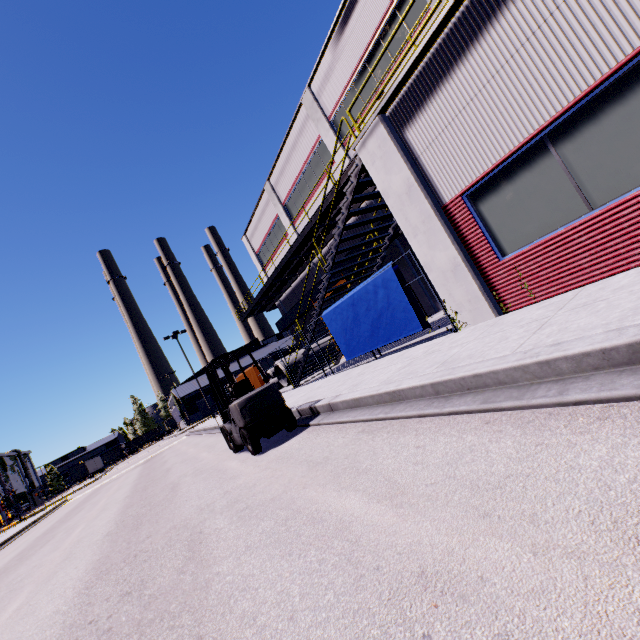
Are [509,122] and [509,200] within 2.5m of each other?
yes

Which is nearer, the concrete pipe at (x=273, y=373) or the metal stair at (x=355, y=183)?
the metal stair at (x=355, y=183)

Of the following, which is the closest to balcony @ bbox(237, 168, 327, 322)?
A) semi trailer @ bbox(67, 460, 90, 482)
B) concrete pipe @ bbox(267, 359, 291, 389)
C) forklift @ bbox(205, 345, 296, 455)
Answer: semi trailer @ bbox(67, 460, 90, 482)

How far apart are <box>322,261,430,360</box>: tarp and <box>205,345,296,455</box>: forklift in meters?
3.3 m

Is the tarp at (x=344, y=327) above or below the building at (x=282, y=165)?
below

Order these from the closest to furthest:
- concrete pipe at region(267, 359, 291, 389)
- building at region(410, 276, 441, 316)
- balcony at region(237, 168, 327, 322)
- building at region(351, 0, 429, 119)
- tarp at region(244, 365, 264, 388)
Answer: building at region(351, 0, 429, 119) → building at region(410, 276, 441, 316) → balcony at region(237, 168, 327, 322) → tarp at region(244, 365, 264, 388) → concrete pipe at region(267, 359, 291, 389)

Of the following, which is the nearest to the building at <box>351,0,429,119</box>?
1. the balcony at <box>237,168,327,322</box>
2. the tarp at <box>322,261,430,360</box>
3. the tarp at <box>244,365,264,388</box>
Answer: the balcony at <box>237,168,327,322</box>

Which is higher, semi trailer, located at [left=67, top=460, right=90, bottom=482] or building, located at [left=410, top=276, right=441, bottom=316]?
semi trailer, located at [left=67, top=460, right=90, bottom=482]
